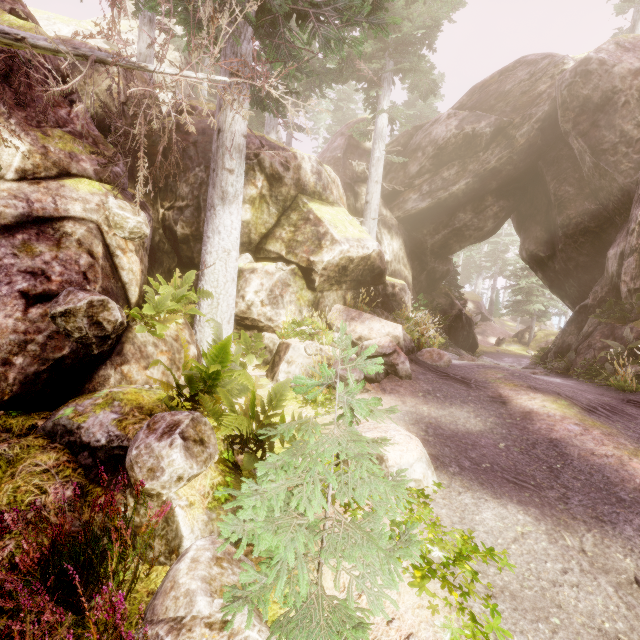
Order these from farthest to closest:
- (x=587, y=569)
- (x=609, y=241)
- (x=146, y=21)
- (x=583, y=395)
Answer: (x=609, y=241)
(x=146, y=21)
(x=583, y=395)
(x=587, y=569)

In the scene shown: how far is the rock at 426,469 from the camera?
3.9 meters

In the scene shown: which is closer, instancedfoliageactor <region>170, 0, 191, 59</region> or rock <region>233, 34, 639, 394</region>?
instancedfoliageactor <region>170, 0, 191, 59</region>

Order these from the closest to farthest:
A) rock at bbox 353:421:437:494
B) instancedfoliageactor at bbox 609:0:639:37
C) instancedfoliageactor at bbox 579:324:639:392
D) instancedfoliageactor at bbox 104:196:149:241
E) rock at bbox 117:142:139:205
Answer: rock at bbox 353:421:437:494 → instancedfoliageactor at bbox 104:196:149:241 → rock at bbox 117:142:139:205 → instancedfoliageactor at bbox 579:324:639:392 → instancedfoliageactor at bbox 609:0:639:37

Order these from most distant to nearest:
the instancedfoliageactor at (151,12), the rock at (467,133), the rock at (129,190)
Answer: the rock at (467,133), the instancedfoliageactor at (151,12), the rock at (129,190)

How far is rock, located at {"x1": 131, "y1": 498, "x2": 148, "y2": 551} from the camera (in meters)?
3.10

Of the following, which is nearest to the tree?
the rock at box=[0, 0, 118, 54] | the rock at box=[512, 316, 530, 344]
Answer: the rock at box=[0, 0, 118, 54]
